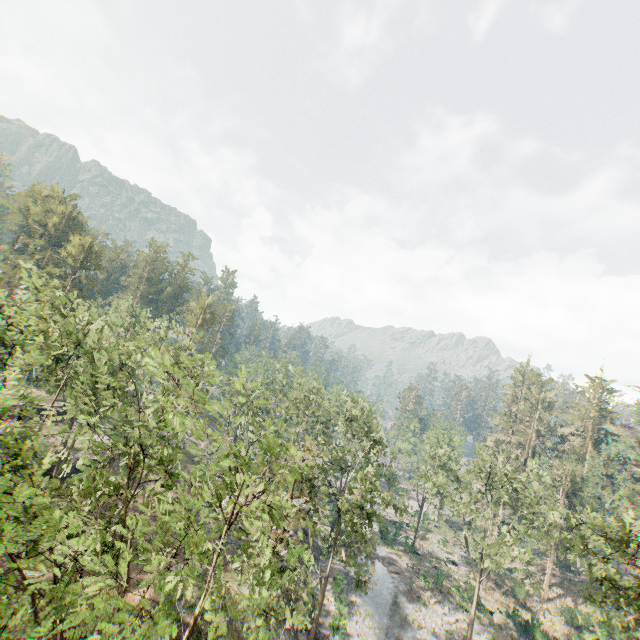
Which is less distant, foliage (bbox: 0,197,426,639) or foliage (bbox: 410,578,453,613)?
foliage (bbox: 0,197,426,639)

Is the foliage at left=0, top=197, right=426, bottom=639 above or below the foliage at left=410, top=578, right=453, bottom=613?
above

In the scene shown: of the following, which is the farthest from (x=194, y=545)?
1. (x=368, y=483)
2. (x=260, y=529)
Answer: (x=368, y=483)

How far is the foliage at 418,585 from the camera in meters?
35.9 m

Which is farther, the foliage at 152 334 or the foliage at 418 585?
the foliage at 418 585

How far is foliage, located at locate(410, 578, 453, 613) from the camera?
35.9m
